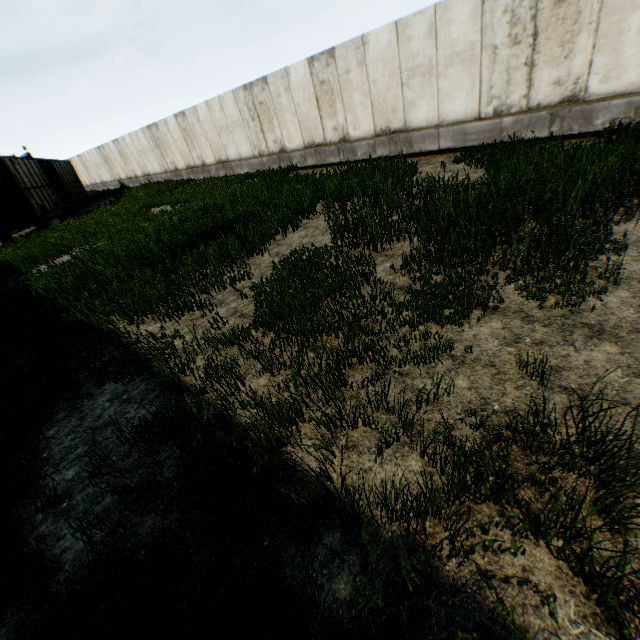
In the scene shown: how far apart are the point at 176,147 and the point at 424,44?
16.91m
